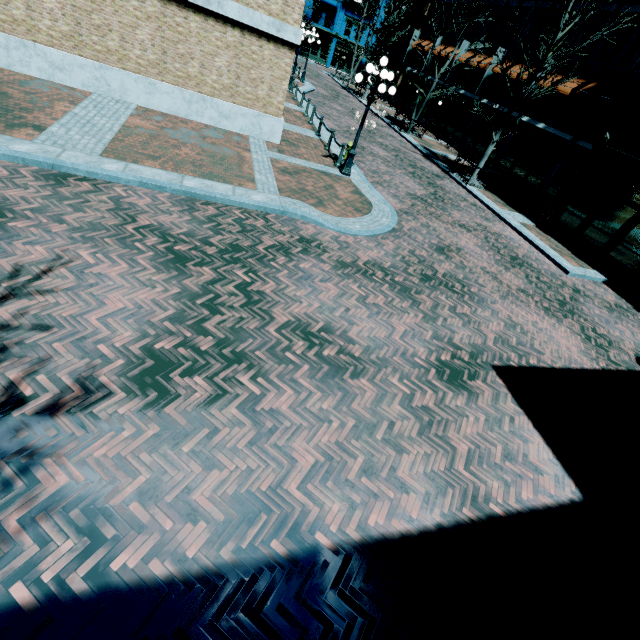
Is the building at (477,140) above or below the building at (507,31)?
below

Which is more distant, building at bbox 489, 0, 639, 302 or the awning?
the awning

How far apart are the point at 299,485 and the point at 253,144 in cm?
1171

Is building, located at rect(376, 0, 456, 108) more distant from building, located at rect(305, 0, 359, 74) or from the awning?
building, located at rect(305, 0, 359, 74)

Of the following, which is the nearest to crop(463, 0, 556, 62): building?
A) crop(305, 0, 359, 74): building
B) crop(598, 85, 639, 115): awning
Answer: crop(598, 85, 639, 115): awning

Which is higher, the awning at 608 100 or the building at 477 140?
the awning at 608 100

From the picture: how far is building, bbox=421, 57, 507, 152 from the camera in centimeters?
2470cm
